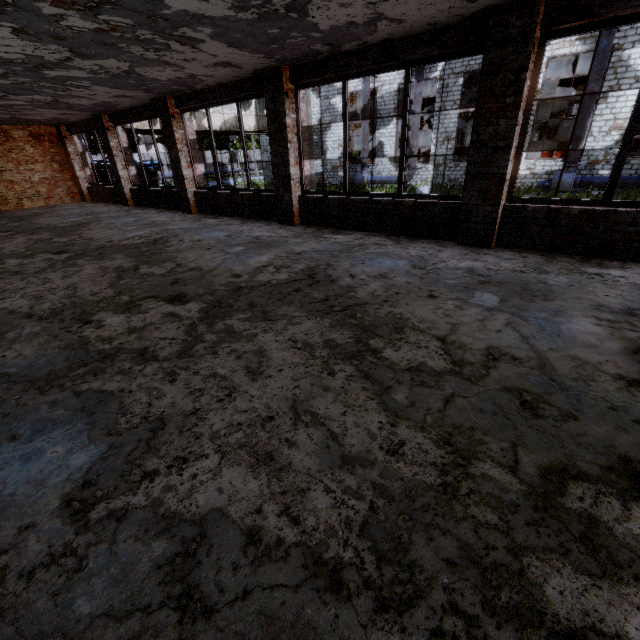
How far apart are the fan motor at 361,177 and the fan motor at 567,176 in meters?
11.3

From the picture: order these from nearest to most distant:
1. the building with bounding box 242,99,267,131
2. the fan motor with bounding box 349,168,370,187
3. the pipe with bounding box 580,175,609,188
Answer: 1. the pipe with bounding box 580,175,609,188
2. the building with bounding box 242,99,267,131
3. the fan motor with bounding box 349,168,370,187

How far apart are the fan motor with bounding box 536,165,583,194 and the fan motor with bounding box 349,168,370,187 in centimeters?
1131cm

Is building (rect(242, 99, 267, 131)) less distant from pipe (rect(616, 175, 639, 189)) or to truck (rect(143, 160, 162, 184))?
truck (rect(143, 160, 162, 184))

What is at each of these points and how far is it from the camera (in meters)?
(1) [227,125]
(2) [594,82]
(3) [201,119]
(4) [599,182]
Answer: (1) building, 22.73
(2) pipe, 16.30
(3) building, 21.17
(4) pipe, 17.61

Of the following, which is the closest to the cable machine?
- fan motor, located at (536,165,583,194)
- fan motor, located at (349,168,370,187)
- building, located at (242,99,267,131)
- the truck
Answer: fan motor, located at (536,165,583,194)

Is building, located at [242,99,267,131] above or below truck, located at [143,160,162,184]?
above

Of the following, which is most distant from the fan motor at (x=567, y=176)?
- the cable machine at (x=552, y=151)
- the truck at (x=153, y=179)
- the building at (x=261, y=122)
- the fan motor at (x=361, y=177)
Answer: the truck at (x=153, y=179)
